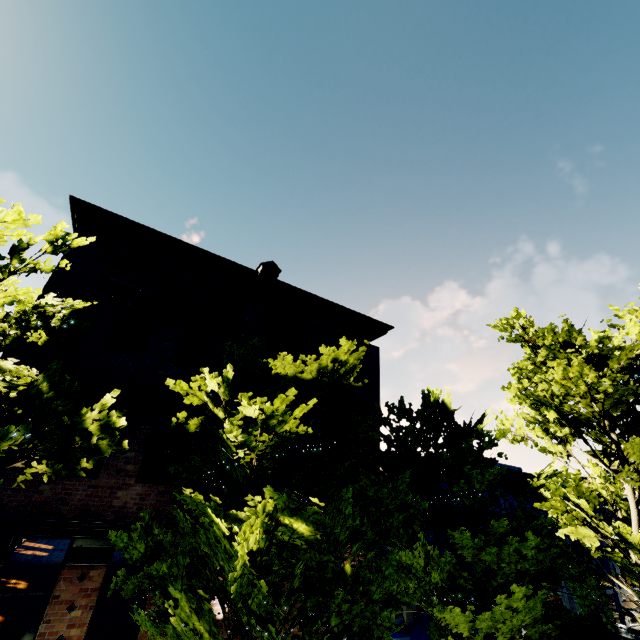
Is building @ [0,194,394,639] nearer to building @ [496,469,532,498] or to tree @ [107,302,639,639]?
tree @ [107,302,639,639]

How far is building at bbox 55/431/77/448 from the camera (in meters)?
7.39

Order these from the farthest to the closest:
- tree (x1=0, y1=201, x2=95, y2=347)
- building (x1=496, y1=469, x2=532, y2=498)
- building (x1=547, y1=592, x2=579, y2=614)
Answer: building (x1=496, y1=469, x2=532, y2=498)
building (x1=547, y1=592, x2=579, y2=614)
tree (x1=0, y1=201, x2=95, y2=347)

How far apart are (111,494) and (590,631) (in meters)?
20.17

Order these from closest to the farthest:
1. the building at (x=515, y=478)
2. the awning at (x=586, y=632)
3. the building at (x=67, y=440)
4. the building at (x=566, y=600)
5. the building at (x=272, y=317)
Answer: the building at (x=272, y=317), the building at (x=67, y=440), the awning at (x=586, y=632), the building at (x=566, y=600), the building at (x=515, y=478)

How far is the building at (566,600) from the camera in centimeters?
1547cm

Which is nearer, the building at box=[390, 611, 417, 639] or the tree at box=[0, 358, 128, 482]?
the tree at box=[0, 358, 128, 482]

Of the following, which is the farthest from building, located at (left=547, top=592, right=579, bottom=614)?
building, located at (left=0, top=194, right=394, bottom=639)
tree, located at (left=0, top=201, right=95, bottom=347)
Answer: building, located at (left=0, top=194, right=394, bottom=639)
